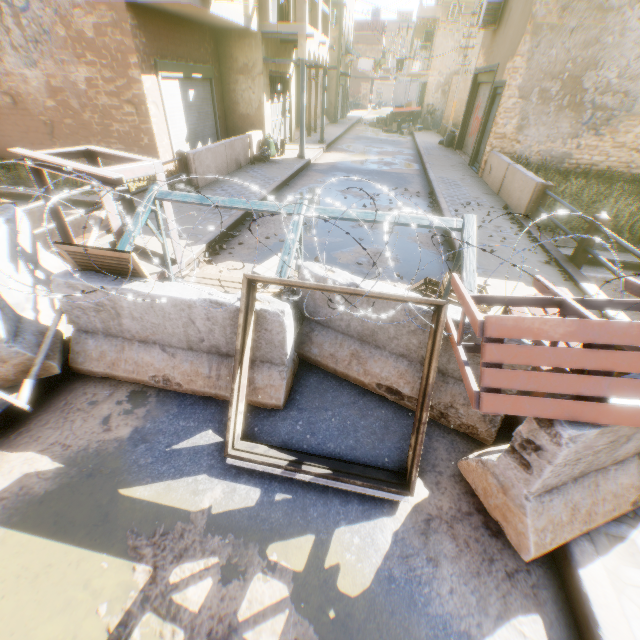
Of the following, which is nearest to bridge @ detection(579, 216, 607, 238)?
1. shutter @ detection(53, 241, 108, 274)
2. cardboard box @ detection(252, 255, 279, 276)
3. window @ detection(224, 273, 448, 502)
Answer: window @ detection(224, 273, 448, 502)

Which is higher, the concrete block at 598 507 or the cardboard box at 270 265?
the concrete block at 598 507

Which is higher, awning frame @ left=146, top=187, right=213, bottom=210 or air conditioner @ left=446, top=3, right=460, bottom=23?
air conditioner @ left=446, top=3, right=460, bottom=23

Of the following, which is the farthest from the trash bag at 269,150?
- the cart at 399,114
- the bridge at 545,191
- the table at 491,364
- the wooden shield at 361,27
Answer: the wooden shield at 361,27

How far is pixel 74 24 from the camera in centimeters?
800cm

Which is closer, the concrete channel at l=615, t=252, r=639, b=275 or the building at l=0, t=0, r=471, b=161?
the concrete channel at l=615, t=252, r=639, b=275

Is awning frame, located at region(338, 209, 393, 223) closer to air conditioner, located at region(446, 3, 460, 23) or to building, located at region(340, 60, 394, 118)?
building, located at region(340, 60, 394, 118)

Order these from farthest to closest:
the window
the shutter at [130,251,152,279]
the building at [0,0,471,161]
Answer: the building at [0,0,471,161] < the shutter at [130,251,152,279] < the window
